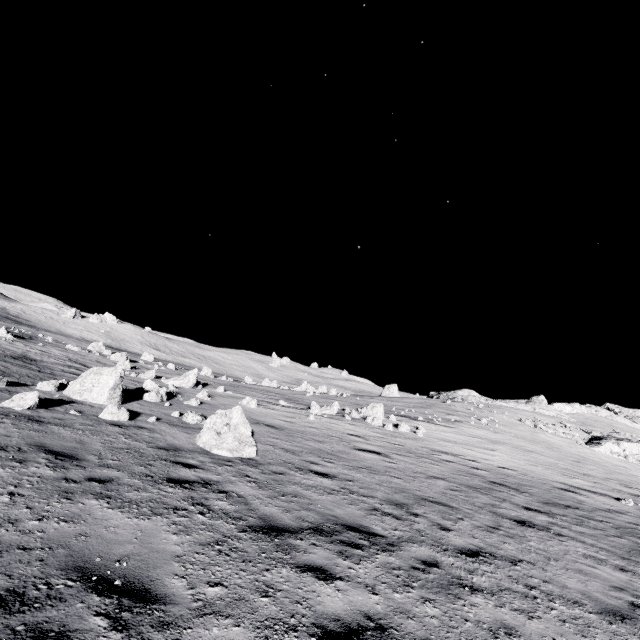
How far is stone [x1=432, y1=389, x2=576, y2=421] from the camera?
51.38m

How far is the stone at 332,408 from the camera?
19.3m

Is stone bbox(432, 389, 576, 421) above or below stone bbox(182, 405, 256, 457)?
above

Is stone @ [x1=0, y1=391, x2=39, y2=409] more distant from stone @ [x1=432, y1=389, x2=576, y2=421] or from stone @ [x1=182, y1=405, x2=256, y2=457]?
stone @ [x1=432, y1=389, x2=576, y2=421]

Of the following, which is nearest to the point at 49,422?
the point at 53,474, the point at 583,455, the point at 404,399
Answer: the point at 53,474

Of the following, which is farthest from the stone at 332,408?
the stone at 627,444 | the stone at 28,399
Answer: the stone at 627,444

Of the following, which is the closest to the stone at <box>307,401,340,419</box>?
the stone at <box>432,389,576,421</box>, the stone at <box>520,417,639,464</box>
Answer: the stone at <box>520,417,639,464</box>

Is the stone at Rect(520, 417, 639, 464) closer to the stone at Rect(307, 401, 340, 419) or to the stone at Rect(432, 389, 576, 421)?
the stone at Rect(432, 389, 576, 421)
